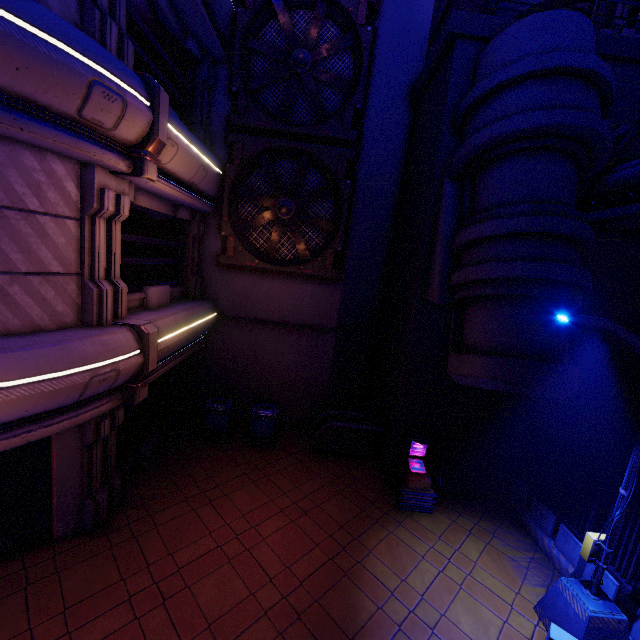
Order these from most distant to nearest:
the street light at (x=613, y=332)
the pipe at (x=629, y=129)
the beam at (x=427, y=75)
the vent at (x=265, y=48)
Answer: the vent at (x=265, y=48)
the beam at (x=427, y=75)
the pipe at (x=629, y=129)
the street light at (x=613, y=332)

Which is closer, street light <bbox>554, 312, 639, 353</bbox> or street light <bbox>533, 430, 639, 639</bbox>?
street light <bbox>554, 312, 639, 353</bbox>

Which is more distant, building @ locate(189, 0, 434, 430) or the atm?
building @ locate(189, 0, 434, 430)

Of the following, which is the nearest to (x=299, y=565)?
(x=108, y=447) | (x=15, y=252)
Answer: (x=108, y=447)

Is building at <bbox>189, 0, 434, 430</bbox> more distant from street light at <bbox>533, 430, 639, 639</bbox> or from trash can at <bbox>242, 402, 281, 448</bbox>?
street light at <bbox>533, 430, 639, 639</bbox>

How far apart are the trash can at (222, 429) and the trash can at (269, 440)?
0.46m

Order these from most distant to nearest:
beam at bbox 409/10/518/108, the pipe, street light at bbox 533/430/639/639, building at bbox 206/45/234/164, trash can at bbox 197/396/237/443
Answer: trash can at bbox 197/396/237/443, building at bbox 206/45/234/164, beam at bbox 409/10/518/108, the pipe, street light at bbox 533/430/639/639

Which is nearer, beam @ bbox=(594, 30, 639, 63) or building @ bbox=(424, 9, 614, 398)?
building @ bbox=(424, 9, 614, 398)
